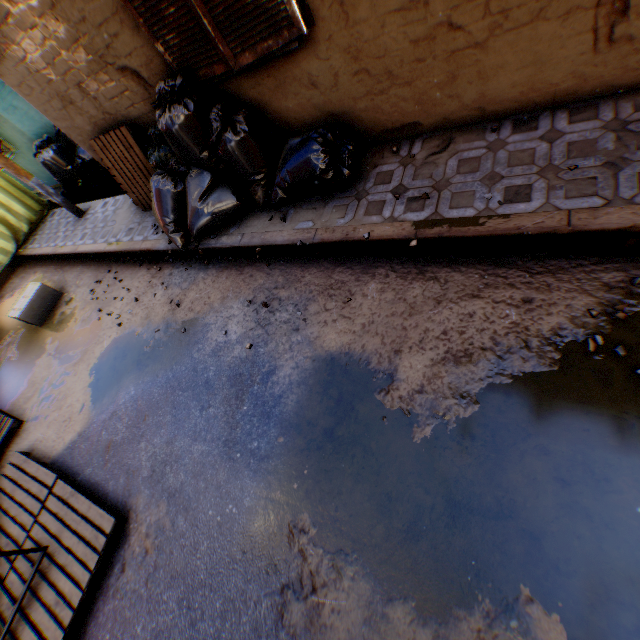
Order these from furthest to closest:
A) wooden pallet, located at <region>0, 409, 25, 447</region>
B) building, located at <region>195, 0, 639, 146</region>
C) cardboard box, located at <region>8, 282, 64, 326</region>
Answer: cardboard box, located at <region>8, 282, 64, 326</region> → wooden pallet, located at <region>0, 409, 25, 447</region> → building, located at <region>195, 0, 639, 146</region>

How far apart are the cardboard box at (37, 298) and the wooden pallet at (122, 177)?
2.23m

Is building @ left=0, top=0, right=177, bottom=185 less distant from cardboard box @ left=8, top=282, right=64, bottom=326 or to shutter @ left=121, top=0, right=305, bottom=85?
shutter @ left=121, top=0, right=305, bottom=85

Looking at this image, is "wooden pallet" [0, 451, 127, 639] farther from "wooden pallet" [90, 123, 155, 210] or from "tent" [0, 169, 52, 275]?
"wooden pallet" [90, 123, 155, 210]

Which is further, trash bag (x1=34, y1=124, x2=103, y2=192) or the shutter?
trash bag (x1=34, y1=124, x2=103, y2=192)

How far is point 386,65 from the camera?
3.0 meters

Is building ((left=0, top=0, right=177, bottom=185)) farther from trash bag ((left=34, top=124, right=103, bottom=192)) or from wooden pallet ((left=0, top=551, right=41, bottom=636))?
wooden pallet ((left=0, top=551, right=41, bottom=636))

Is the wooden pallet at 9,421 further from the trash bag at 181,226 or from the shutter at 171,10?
the shutter at 171,10
